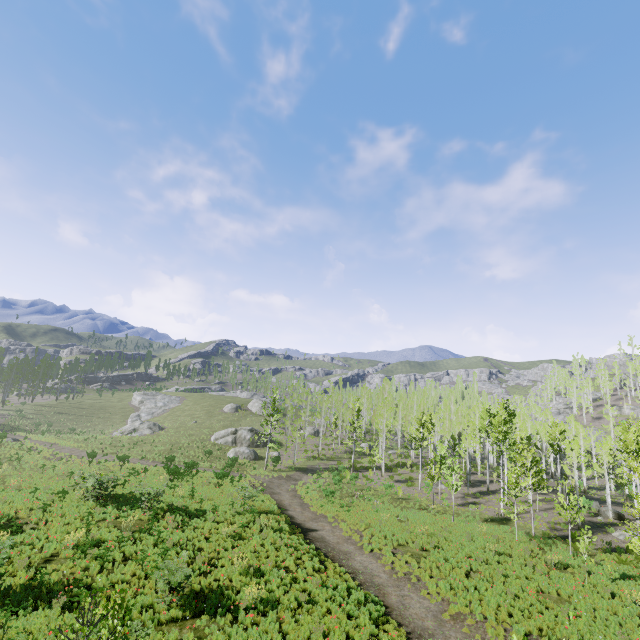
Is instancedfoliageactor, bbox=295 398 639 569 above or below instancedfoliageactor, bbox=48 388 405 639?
above

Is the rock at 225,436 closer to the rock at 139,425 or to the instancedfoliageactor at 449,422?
the instancedfoliageactor at 449,422

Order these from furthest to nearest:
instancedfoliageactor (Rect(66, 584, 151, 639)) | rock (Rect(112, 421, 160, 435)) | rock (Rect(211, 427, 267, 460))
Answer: rock (Rect(112, 421, 160, 435)) < rock (Rect(211, 427, 267, 460)) < instancedfoliageactor (Rect(66, 584, 151, 639))

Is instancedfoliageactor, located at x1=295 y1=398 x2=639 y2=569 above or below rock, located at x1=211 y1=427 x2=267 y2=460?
above

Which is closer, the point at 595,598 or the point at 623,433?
the point at 595,598

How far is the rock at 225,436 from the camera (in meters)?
45.47

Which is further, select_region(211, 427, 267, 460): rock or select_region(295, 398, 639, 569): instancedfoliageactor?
select_region(211, 427, 267, 460): rock
